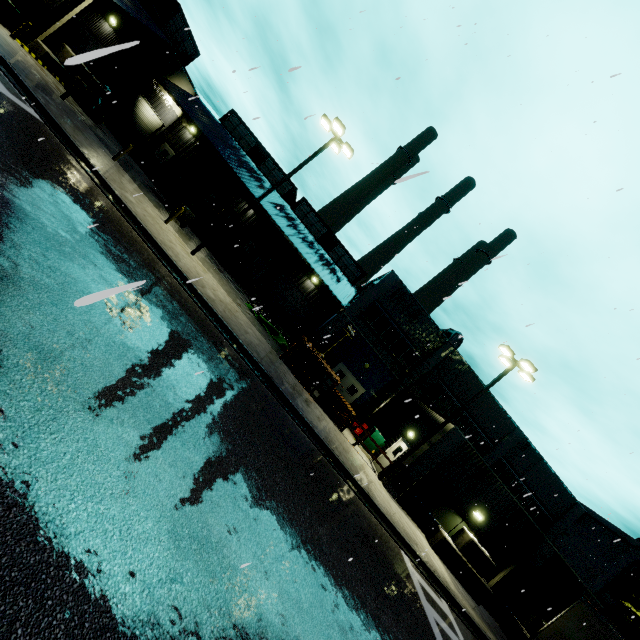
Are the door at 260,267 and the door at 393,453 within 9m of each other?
no

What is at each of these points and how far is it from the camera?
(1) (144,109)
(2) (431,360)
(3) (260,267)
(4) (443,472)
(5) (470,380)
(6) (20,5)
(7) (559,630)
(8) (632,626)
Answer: (1) roll-up door, 28.06m
(2) vent duct, 24.06m
(3) door, 31.91m
(4) building, 17.25m
(5) building, 25.44m
(6) semi trailer, 23.52m
(7) semi trailer, 11.98m
(8) tree, 20.58m

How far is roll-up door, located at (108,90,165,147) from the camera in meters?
26.5 m

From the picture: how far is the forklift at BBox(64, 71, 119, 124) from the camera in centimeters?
2042cm

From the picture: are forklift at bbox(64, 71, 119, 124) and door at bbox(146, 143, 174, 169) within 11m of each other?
yes

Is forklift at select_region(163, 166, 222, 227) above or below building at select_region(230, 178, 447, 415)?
below

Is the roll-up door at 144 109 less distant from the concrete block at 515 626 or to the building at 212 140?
the building at 212 140

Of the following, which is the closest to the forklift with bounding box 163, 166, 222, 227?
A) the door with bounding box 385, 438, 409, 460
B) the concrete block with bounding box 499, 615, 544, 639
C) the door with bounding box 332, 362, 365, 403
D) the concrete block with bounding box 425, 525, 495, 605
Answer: the door with bounding box 332, 362, 365, 403
